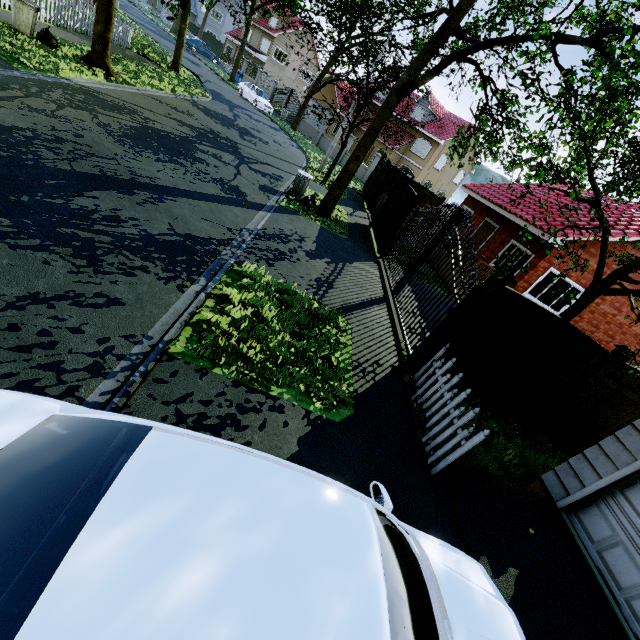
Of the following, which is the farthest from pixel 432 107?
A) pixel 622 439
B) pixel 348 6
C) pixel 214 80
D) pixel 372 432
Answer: pixel 372 432

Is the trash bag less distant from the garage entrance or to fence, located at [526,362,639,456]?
the garage entrance

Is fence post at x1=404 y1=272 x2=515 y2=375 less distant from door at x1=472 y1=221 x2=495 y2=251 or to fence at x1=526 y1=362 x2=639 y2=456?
fence at x1=526 y1=362 x2=639 y2=456

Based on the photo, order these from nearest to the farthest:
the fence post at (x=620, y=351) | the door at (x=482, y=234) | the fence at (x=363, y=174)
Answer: the fence post at (x=620, y=351) < the door at (x=482, y=234) < the fence at (x=363, y=174)

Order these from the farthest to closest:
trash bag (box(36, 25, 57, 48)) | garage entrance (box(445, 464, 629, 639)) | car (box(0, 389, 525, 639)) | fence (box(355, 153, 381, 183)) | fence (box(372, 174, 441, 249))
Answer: fence (box(355, 153, 381, 183))
fence (box(372, 174, 441, 249))
trash bag (box(36, 25, 57, 48))
garage entrance (box(445, 464, 629, 639))
car (box(0, 389, 525, 639))

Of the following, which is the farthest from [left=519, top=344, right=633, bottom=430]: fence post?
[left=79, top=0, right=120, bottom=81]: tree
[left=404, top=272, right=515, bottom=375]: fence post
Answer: [left=404, top=272, right=515, bottom=375]: fence post

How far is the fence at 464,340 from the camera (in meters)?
4.99

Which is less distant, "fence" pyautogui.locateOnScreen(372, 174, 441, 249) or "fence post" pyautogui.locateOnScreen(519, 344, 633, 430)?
"fence post" pyautogui.locateOnScreen(519, 344, 633, 430)
